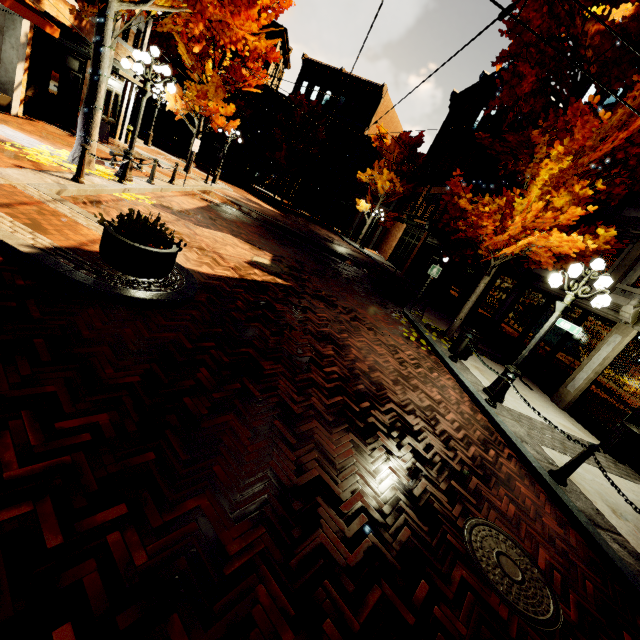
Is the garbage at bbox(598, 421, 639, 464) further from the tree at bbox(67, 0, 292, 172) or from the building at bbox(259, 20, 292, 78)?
the tree at bbox(67, 0, 292, 172)

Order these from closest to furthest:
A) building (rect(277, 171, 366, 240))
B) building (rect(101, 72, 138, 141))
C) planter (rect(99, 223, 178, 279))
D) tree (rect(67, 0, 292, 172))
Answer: planter (rect(99, 223, 178, 279)) < tree (rect(67, 0, 292, 172)) < building (rect(101, 72, 138, 141)) < building (rect(277, 171, 366, 240))

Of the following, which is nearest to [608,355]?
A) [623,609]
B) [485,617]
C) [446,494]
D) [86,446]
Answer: [623,609]

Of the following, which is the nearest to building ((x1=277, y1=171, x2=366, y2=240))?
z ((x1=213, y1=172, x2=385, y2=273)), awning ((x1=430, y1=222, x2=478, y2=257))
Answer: awning ((x1=430, y1=222, x2=478, y2=257))

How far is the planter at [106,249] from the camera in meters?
4.5

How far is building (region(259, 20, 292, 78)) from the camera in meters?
32.5 m

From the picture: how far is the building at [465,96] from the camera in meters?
18.2 m
